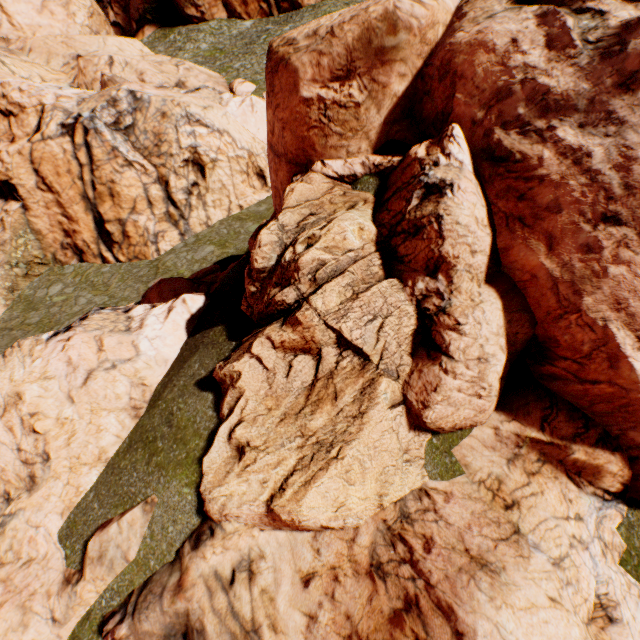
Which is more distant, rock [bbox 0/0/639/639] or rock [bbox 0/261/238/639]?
rock [bbox 0/261/238/639]

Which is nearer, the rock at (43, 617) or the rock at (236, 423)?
the rock at (236, 423)

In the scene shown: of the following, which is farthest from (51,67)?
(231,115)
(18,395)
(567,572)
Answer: (567,572)
